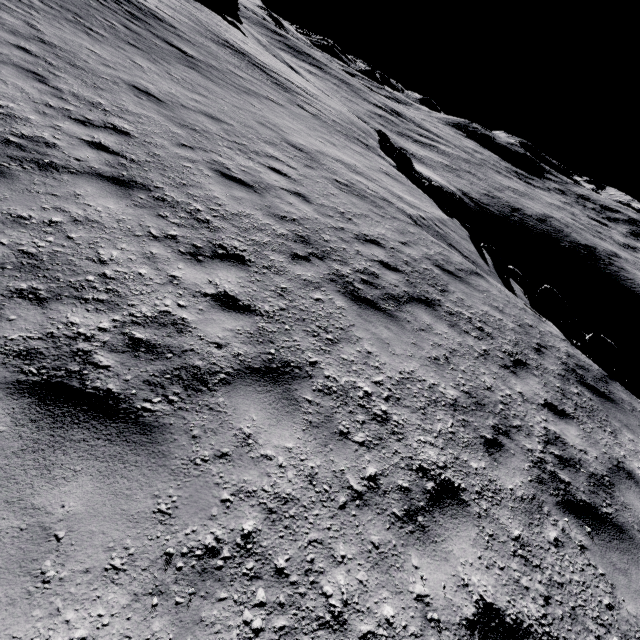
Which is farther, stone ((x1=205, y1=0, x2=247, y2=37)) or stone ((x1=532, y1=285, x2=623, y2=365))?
stone ((x1=205, y1=0, x2=247, y2=37))

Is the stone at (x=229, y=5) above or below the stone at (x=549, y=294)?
above

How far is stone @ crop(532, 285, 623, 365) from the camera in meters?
10.5

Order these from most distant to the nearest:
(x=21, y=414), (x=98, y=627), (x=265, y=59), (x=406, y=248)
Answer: (x=265, y=59) < (x=406, y=248) < (x=21, y=414) < (x=98, y=627)

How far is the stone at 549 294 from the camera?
10.47m

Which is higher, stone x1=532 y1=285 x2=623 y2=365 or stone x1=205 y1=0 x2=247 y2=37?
stone x1=205 y1=0 x2=247 y2=37
